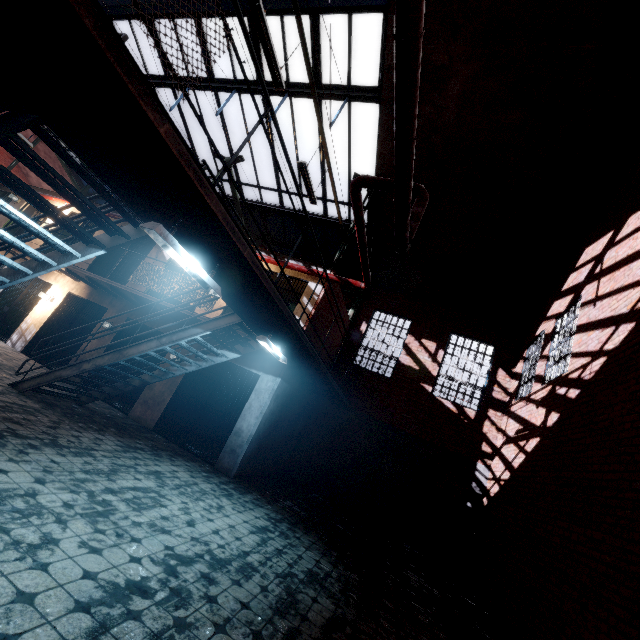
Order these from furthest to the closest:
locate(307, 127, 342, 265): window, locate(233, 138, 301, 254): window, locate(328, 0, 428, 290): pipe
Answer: locate(233, 138, 301, 254): window
locate(307, 127, 342, 265): window
locate(328, 0, 428, 290): pipe

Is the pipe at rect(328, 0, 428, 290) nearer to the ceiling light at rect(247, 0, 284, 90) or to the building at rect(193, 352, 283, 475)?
the ceiling light at rect(247, 0, 284, 90)

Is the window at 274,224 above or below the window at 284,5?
below

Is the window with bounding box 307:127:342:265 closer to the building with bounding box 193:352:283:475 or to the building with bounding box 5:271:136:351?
the building with bounding box 193:352:283:475

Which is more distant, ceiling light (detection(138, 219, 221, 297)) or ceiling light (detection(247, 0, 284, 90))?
ceiling light (detection(247, 0, 284, 90))

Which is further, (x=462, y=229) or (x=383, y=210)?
(x=383, y=210)

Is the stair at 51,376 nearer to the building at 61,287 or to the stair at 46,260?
the building at 61,287

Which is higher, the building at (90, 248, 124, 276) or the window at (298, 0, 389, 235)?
the window at (298, 0, 389, 235)
